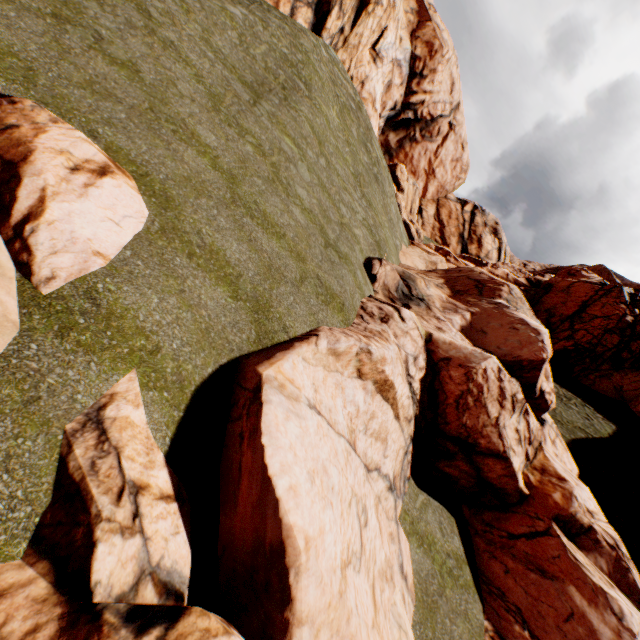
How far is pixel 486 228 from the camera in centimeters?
5912cm

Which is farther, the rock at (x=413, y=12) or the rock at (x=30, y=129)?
the rock at (x=30, y=129)

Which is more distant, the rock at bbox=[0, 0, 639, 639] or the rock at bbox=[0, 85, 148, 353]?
the rock at bbox=[0, 85, 148, 353]
